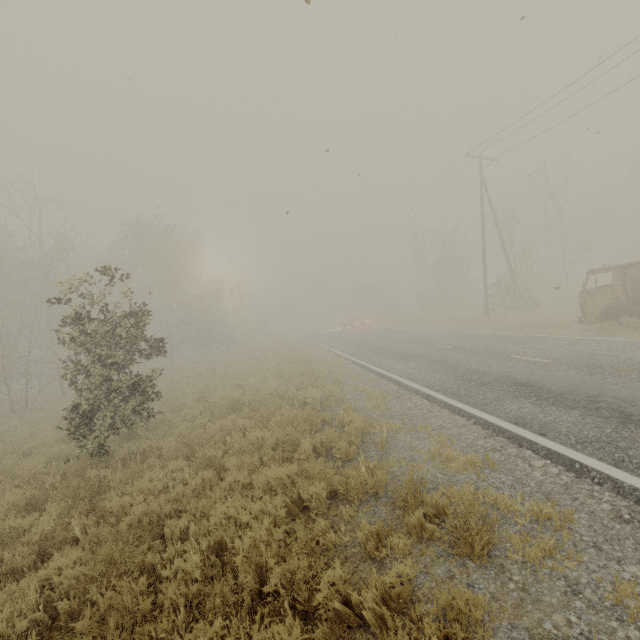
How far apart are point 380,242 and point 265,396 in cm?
3589
